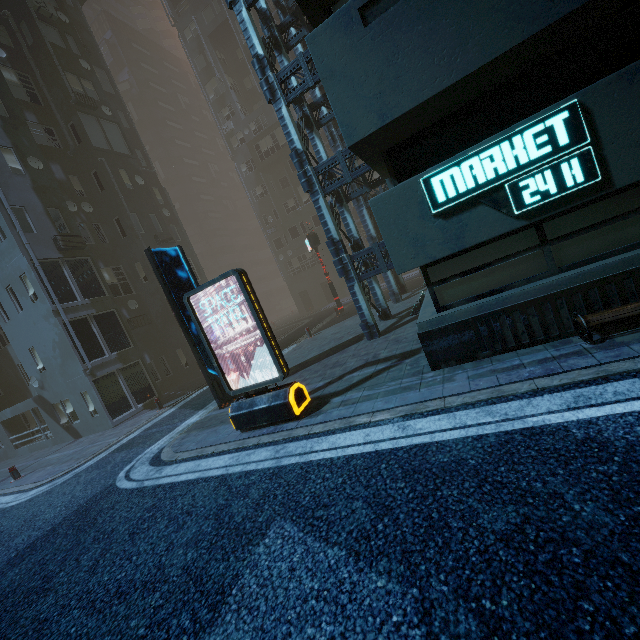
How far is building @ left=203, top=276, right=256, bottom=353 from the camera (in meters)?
25.97

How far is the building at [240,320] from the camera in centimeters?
2597cm

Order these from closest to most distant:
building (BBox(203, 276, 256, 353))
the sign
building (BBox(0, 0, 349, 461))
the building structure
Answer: the sign
the building structure
building (BBox(0, 0, 349, 461))
building (BBox(203, 276, 256, 353))

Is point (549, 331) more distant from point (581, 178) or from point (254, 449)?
point (254, 449)

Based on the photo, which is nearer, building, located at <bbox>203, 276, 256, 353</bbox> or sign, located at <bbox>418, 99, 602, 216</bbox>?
sign, located at <bbox>418, 99, 602, 216</bbox>

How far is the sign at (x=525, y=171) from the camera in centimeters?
462cm

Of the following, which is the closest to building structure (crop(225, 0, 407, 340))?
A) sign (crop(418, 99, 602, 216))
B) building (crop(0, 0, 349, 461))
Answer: building (crop(0, 0, 349, 461))

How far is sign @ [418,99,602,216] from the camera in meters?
4.6
